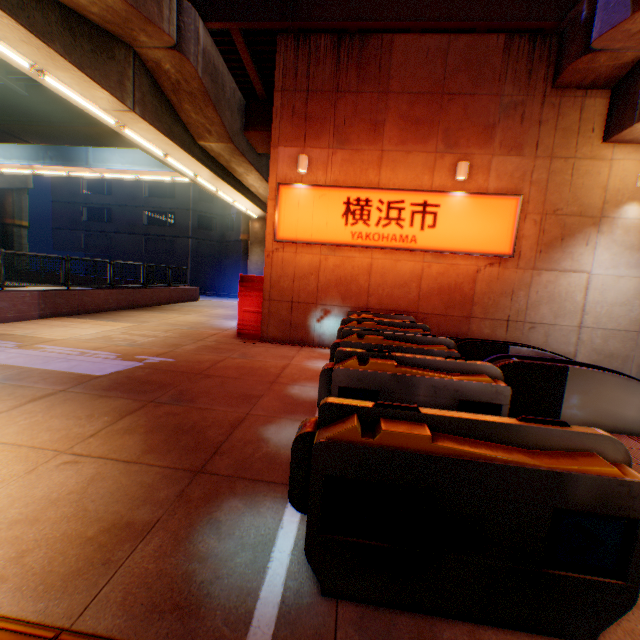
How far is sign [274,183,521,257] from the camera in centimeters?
880cm

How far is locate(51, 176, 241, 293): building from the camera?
35.2 meters

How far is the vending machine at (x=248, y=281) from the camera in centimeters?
1011cm

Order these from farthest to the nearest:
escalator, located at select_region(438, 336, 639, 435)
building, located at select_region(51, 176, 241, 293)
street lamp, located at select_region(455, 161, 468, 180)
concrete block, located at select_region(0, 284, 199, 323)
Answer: building, located at select_region(51, 176, 241, 293) < concrete block, located at select_region(0, 284, 199, 323) < street lamp, located at select_region(455, 161, 468, 180) < escalator, located at select_region(438, 336, 639, 435)

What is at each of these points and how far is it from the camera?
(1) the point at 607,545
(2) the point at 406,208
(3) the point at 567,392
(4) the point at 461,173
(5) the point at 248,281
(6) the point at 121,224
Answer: (1) ticket machine, 1.9m
(2) sign, 9.0m
(3) escalator, 5.1m
(4) street lamp, 8.5m
(5) vending machine, 10.1m
(6) building, 36.0m

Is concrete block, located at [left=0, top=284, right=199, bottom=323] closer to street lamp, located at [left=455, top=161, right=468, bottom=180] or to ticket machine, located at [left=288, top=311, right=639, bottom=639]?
ticket machine, located at [left=288, top=311, right=639, bottom=639]

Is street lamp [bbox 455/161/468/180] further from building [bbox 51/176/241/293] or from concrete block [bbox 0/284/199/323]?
building [bbox 51/176/241/293]

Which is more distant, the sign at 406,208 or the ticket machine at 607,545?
the sign at 406,208
